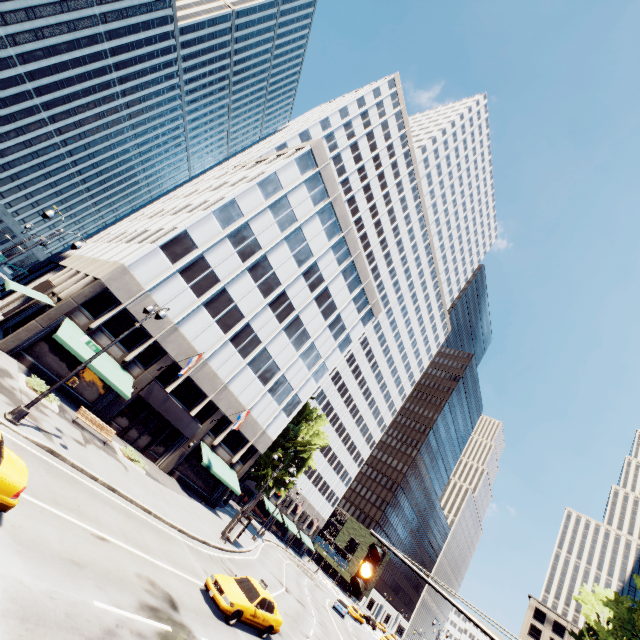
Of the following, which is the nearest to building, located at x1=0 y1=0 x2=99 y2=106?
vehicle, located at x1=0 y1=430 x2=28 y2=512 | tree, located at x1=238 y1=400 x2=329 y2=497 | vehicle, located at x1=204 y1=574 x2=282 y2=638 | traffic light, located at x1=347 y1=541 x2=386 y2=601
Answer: vehicle, located at x1=0 y1=430 x2=28 y2=512

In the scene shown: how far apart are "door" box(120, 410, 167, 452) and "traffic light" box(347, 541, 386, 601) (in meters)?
26.86

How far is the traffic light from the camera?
5.49m

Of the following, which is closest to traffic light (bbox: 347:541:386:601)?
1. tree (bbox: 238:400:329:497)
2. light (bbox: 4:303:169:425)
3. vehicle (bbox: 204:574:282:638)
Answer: vehicle (bbox: 204:574:282:638)

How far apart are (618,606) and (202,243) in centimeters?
4673cm

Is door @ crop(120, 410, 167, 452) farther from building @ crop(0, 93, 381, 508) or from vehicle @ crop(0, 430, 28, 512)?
vehicle @ crop(0, 430, 28, 512)

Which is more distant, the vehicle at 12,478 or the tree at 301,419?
the tree at 301,419

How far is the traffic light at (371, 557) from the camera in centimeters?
549cm
